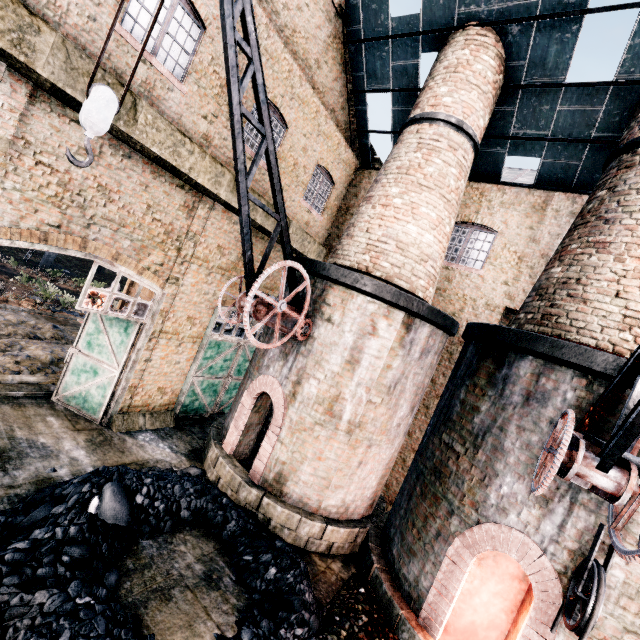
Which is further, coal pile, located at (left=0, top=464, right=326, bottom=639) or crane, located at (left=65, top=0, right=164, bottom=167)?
coal pile, located at (left=0, top=464, right=326, bottom=639)

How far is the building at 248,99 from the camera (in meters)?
10.01

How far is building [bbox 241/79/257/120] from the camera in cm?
1001

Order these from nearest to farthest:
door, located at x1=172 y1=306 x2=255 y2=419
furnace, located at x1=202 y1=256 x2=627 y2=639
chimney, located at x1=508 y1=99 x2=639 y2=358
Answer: furnace, located at x1=202 y1=256 x2=627 y2=639 < chimney, located at x1=508 y1=99 x2=639 y2=358 < door, located at x1=172 y1=306 x2=255 y2=419

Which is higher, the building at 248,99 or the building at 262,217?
the building at 248,99

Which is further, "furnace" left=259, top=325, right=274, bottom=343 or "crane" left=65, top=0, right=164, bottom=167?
"furnace" left=259, top=325, right=274, bottom=343

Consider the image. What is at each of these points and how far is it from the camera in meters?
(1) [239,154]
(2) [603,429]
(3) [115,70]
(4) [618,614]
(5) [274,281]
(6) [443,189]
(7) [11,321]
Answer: (1) crane, 6.2 m
(2) furnace, 5.9 m
(3) building, 7.4 m
(4) furnace, 5.5 m
(5) building, 14.4 m
(6) chimney, 10.0 m
(7) stone debris, 15.6 m

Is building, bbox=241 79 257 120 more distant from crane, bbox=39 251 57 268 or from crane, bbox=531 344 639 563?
crane, bbox=39 251 57 268
